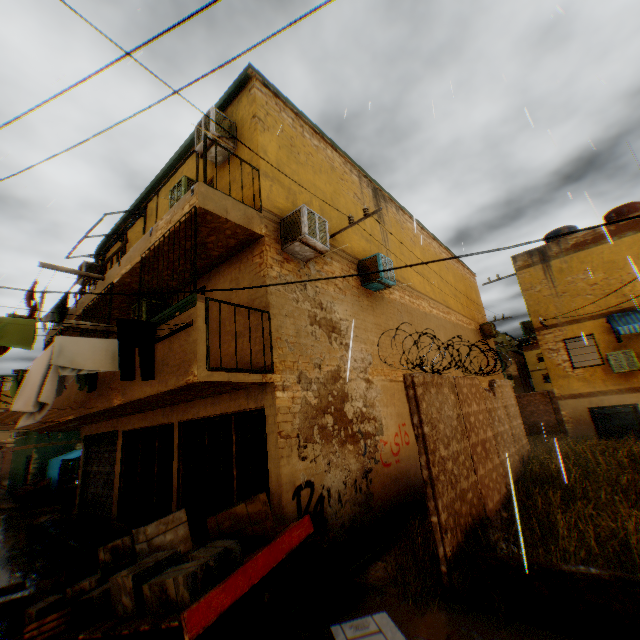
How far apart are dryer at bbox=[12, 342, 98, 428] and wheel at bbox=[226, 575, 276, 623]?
3.54m

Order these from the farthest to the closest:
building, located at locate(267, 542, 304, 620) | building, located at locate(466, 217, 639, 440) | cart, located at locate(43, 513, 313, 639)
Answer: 1. building, located at locate(466, 217, 639, 440)
2. building, located at locate(267, 542, 304, 620)
3. cart, located at locate(43, 513, 313, 639)

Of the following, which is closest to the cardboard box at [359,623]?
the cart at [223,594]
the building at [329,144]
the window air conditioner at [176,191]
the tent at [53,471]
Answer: the cart at [223,594]

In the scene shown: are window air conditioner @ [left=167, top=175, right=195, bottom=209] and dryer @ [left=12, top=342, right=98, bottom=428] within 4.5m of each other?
yes

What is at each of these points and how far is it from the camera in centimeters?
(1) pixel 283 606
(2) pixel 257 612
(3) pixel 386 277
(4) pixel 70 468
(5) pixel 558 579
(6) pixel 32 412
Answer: (1) building, 479cm
(2) wheel, 454cm
(3) air conditioner, 897cm
(4) building, 2045cm
(5) concrete block, 388cm
(6) dryer, 566cm

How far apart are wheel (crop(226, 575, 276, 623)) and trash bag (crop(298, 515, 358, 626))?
0.37m

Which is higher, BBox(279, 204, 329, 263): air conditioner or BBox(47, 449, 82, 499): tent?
BBox(279, 204, 329, 263): air conditioner

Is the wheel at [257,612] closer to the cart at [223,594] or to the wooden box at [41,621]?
the cart at [223,594]
